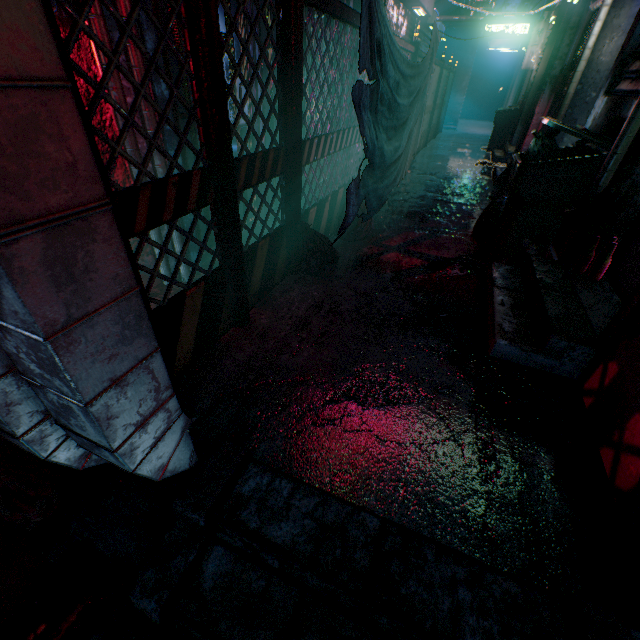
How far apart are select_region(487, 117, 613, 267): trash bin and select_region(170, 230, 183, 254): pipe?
2.6 meters

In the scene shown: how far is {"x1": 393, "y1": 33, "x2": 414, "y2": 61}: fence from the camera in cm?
378

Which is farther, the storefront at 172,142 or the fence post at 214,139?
the storefront at 172,142

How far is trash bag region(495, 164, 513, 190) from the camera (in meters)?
5.14

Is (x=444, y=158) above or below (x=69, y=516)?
above

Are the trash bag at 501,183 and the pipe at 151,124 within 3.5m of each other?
no

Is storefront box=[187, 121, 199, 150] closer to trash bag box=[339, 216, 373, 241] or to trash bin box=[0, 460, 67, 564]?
trash bag box=[339, 216, 373, 241]

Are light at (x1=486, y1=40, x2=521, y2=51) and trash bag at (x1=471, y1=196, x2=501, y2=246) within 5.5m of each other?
no
